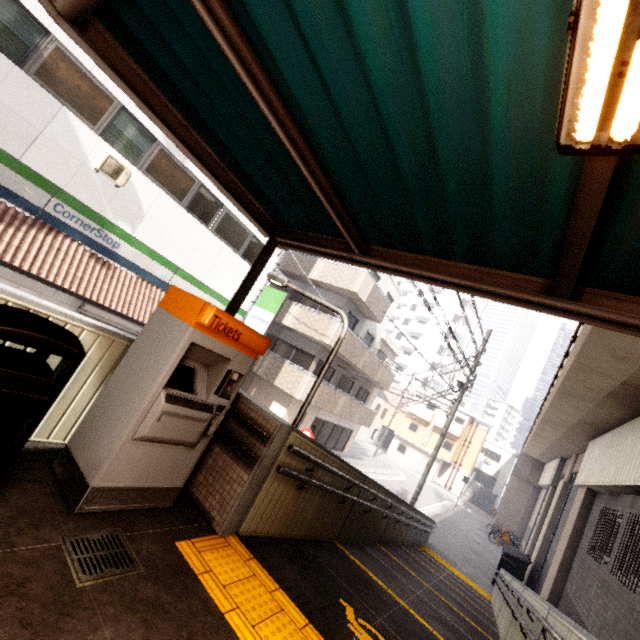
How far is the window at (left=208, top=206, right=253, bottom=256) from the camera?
12.4 meters

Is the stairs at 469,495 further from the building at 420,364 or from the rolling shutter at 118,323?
the rolling shutter at 118,323

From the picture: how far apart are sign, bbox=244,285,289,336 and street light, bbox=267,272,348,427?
7.76m

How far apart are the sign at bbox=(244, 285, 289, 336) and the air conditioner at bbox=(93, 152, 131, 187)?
6.7 meters

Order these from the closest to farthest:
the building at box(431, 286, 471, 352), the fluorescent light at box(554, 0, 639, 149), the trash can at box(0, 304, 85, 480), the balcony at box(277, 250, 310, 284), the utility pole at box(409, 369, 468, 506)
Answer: the fluorescent light at box(554, 0, 639, 149) < the trash can at box(0, 304, 85, 480) < the utility pole at box(409, 369, 468, 506) < the balcony at box(277, 250, 310, 284) < the building at box(431, 286, 471, 352)

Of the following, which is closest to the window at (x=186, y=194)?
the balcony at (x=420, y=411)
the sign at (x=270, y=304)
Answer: the sign at (x=270, y=304)

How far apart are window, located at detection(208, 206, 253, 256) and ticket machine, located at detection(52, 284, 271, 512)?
9.7m

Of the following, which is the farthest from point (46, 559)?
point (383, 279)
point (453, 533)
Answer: point (453, 533)
